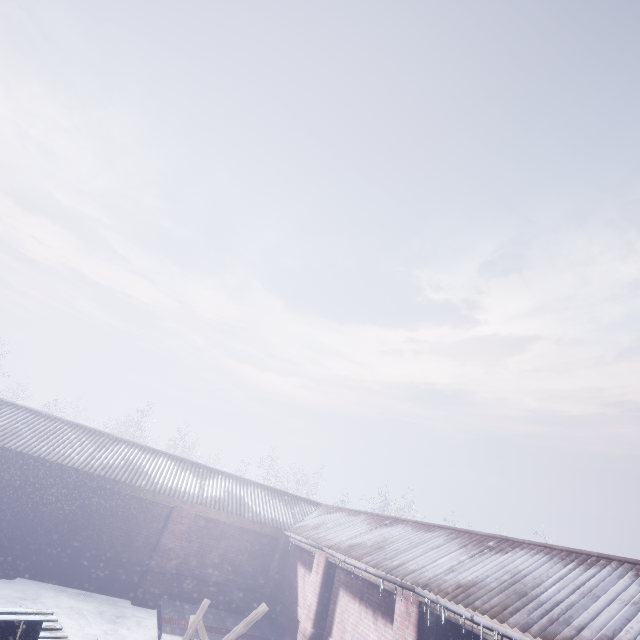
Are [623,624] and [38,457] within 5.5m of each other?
no

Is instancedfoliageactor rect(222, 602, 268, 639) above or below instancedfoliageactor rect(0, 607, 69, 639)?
below

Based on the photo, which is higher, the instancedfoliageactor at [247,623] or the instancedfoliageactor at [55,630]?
the instancedfoliageactor at [55,630]

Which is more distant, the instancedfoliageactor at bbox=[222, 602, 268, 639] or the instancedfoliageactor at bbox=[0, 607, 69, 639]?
the instancedfoliageactor at bbox=[222, 602, 268, 639]

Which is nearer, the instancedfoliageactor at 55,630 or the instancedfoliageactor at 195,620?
the instancedfoliageactor at 55,630
